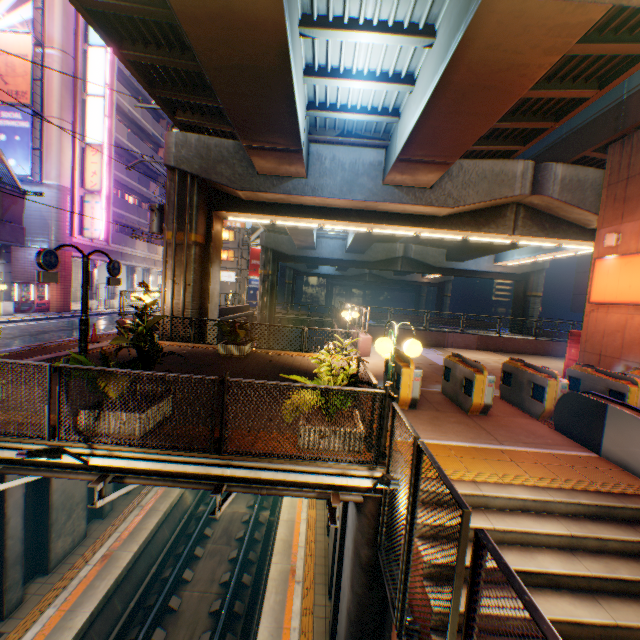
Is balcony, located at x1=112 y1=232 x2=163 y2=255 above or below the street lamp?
above

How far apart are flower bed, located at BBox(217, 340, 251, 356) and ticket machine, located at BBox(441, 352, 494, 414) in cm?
697

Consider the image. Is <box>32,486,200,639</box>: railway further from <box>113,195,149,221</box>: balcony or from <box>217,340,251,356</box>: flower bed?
<box>113,195,149,221</box>: balcony

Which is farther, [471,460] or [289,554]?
[289,554]

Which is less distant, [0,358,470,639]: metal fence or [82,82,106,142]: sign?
[0,358,470,639]: metal fence

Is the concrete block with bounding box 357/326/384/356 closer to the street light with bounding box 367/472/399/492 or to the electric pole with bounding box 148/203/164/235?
the street light with bounding box 367/472/399/492

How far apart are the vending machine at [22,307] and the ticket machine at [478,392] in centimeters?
2534cm

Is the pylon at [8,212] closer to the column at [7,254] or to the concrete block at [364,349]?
the column at [7,254]
